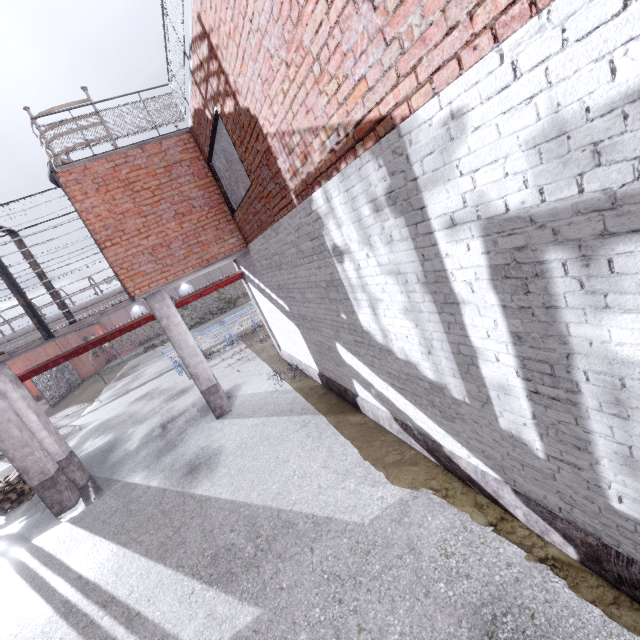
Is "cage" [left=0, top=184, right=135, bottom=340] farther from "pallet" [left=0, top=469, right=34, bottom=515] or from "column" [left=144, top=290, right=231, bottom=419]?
"pallet" [left=0, top=469, right=34, bottom=515]

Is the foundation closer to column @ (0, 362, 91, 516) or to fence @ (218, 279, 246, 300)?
fence @ (218, 279, 246, 300)

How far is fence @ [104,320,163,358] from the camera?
41.53m

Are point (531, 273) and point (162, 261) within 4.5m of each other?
no

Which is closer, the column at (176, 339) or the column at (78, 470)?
the column at (78, 470)

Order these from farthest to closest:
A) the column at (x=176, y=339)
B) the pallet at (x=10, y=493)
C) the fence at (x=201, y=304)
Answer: the fence at (x=201, y=304)
the pallet at (x=10, y=493)
the column at (x=176, y=339)

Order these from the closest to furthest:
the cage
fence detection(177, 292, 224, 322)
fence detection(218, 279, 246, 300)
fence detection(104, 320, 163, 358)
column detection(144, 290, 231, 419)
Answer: the cage < column detection(144, 290, 231, 419) < fence detection(104, 320, 163, 358) < fence detection(177, 292, 224, 322) < fence detection(218, 279, 246, 300)

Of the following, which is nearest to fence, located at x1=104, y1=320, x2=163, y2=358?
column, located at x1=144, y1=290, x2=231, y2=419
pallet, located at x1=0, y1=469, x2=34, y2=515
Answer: column, located at x1=144, y1=290, x2=231, y2=419
